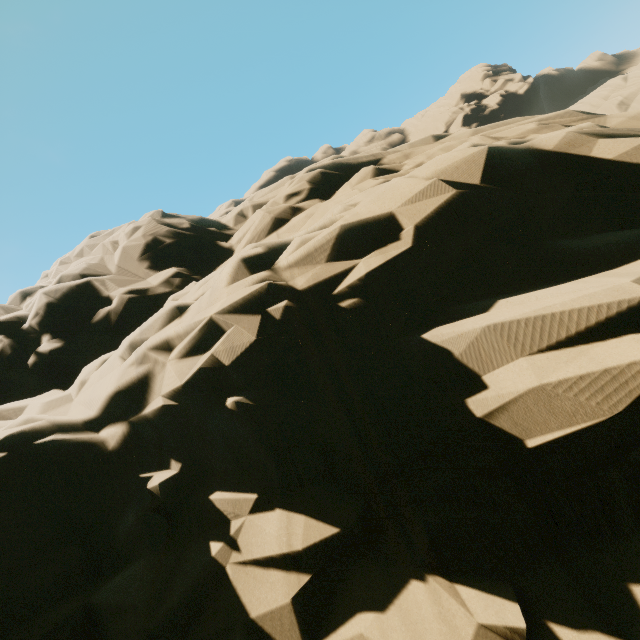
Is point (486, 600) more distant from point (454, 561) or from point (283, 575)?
point (283, 575)
